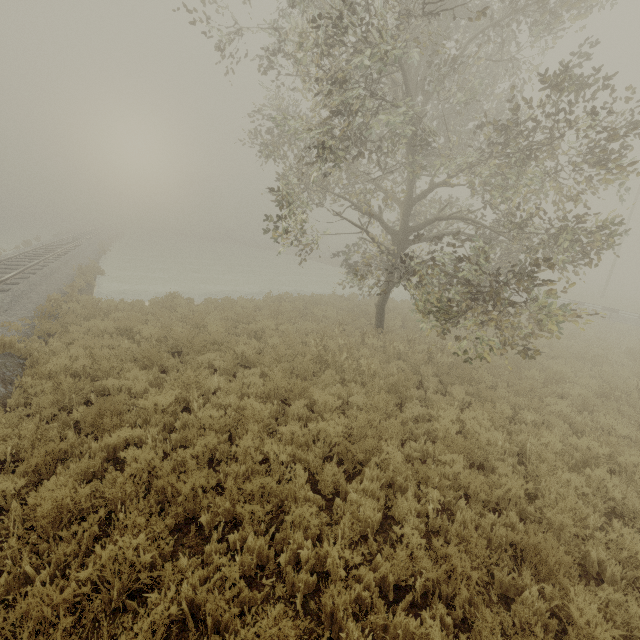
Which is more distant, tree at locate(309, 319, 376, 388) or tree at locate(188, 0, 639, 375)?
tree at locate(309, 319, 376, 388)

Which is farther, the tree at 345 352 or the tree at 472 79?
the tree at 345 352

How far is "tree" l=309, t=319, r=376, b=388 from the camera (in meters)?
8.80

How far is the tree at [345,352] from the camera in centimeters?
880cm

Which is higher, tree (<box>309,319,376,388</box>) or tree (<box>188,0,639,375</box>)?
→ tree (<box>188,0,639,375</box>)

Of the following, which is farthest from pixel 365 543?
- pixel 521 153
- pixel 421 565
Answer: pixel 521 153
